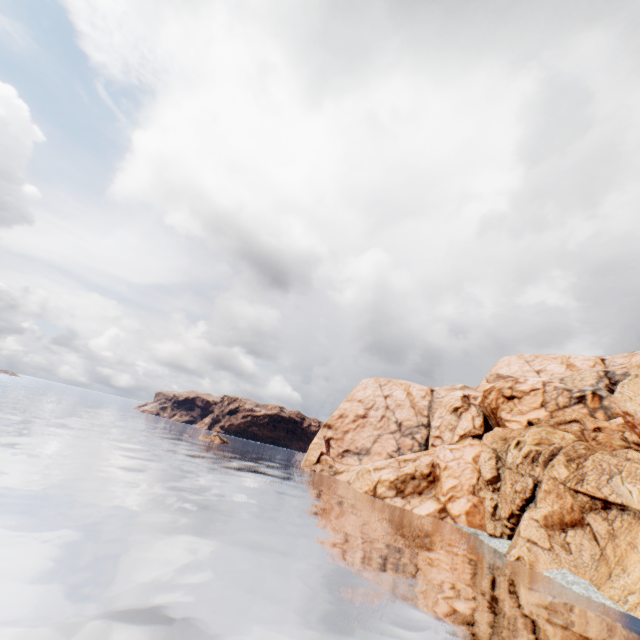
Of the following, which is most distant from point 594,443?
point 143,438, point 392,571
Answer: point 143,438
